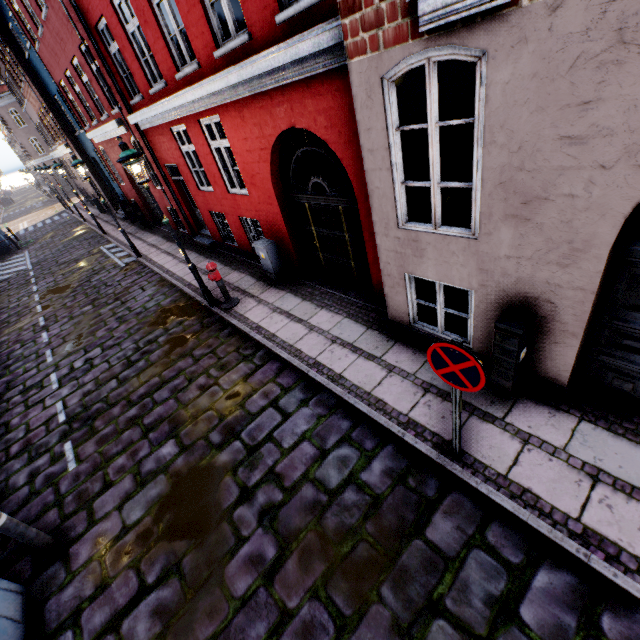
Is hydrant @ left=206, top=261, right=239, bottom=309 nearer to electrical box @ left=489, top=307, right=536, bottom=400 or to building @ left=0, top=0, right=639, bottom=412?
building @ left=0, top=0, right=639, bottom=412

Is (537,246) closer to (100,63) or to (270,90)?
(270,90)

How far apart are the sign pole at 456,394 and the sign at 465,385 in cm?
4

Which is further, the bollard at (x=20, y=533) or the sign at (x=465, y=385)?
the bollard at (x=20, y=533)

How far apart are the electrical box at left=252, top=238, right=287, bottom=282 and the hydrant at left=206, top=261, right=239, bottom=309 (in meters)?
1.04

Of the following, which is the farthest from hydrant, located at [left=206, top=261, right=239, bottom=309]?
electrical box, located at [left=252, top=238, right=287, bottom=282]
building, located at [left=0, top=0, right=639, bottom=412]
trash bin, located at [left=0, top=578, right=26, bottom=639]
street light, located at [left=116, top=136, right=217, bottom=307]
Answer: trash bin, located at [left=0, top=578, right=26, bottom=639]

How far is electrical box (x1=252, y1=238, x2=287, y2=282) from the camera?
8.0m

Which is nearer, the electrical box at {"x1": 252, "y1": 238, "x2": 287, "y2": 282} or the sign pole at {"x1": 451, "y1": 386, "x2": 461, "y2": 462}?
the sign pole at {"x1": 451, "y1": 386, "x2": 461, "y2": 462}
